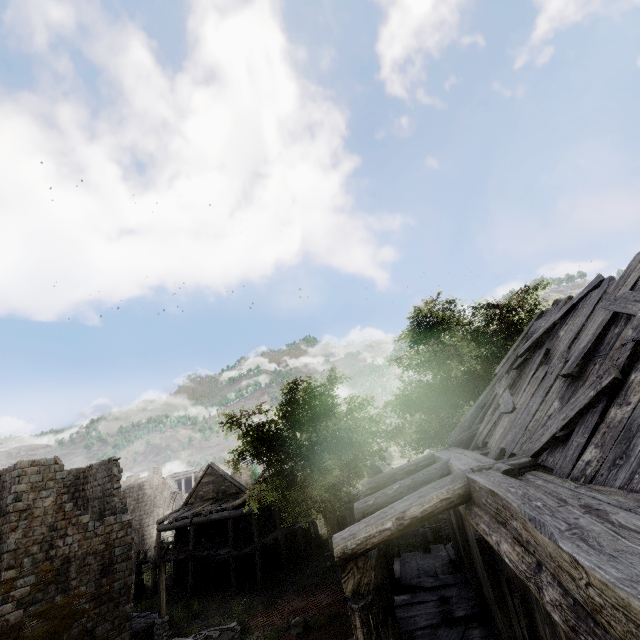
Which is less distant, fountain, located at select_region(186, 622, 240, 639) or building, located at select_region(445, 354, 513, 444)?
building, located at select_region(445, 354, 513, 444)

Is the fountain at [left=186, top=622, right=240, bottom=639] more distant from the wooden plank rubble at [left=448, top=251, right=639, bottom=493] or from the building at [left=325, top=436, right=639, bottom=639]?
the wooden plank rubble at [left=448, top=251, right=639, bottom=493]

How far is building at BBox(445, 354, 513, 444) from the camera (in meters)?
9.20

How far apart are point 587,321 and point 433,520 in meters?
21.6

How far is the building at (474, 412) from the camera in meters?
9.2

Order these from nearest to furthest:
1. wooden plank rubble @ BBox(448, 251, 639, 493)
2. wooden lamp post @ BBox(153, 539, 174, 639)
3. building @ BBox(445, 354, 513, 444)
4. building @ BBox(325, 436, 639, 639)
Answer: building @ BBox(325, 436, 639, 639) → wooden plank rubble @ BBox(448, 251, 639, 493) → building @ BBox(445, 354, 513, 444) → wooden lamp post @ BBox(153, 539, 174, 639)

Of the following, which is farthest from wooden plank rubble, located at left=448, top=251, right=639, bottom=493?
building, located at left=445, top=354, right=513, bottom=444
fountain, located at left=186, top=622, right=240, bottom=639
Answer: fountain, located at left=186, top=622, right=240, bottom=639

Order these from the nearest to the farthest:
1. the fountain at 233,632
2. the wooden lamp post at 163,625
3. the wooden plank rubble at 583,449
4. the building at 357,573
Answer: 1. the building at 357,573
2. the wooden plank rubble at 583,449
3. the fountain at 233,632
4. the wooden lamp post at 163,625
